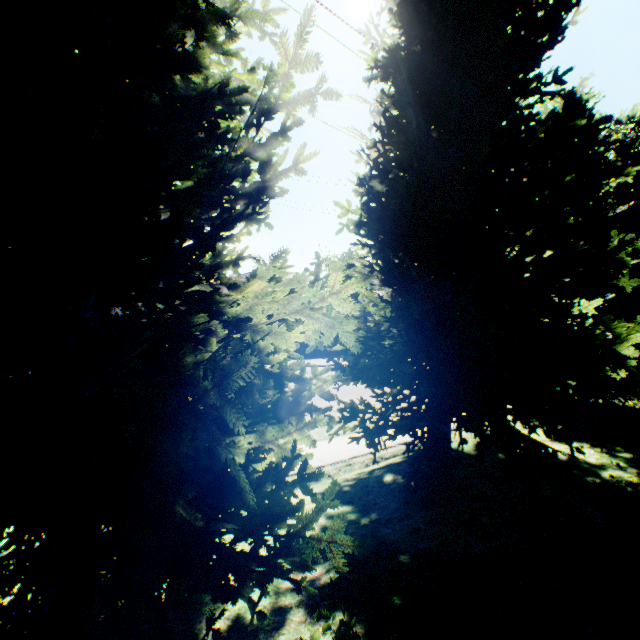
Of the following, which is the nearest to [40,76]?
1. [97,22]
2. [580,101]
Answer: [97,22]
